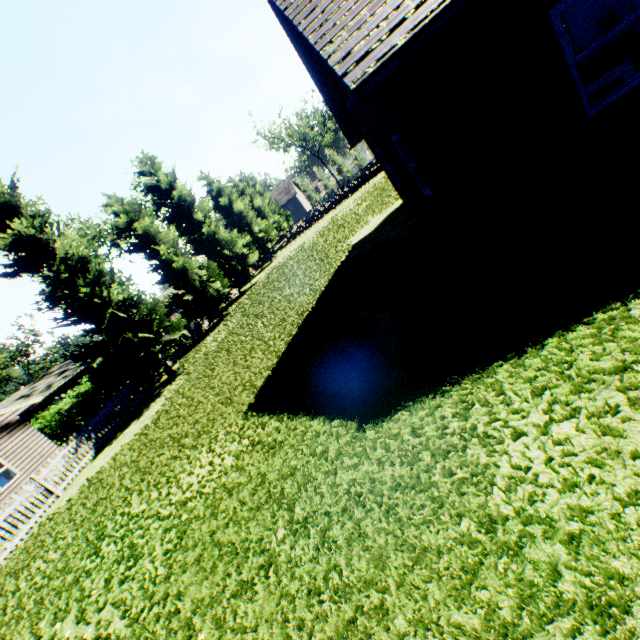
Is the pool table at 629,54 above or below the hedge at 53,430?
below

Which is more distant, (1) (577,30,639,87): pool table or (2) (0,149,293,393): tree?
(2) (0,149,293,393): tree

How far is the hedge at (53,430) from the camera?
19.5m

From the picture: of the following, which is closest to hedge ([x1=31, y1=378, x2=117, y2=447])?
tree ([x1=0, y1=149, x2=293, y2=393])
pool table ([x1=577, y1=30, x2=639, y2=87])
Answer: tree ([x1=0, y1=149, x2=293, y2=393])

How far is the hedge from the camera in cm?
1947

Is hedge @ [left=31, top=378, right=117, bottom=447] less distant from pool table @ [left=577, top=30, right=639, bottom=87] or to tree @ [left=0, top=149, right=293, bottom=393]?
tree @ [left=0, top=149, right=293, bottom=393]

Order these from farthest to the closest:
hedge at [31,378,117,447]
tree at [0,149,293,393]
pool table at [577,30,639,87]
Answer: hedge at [31,378,117,447]
tree at [0,149,293,393]
pool table at [577,30,639,87]

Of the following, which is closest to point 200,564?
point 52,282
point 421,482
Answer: point 421,482
